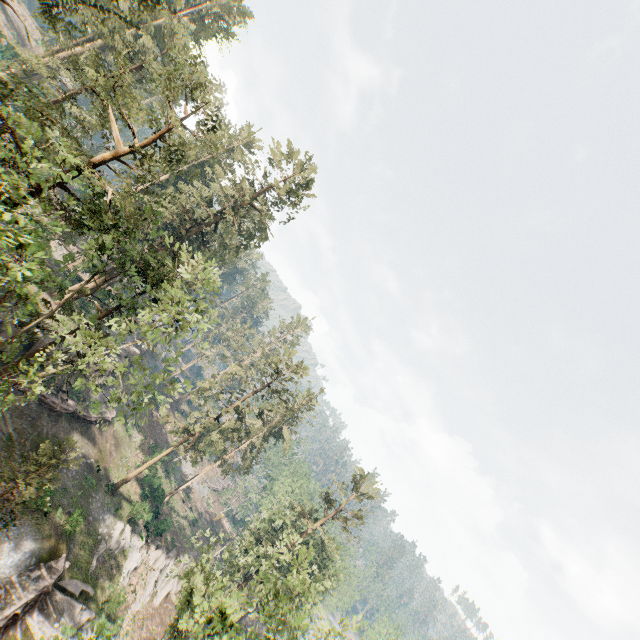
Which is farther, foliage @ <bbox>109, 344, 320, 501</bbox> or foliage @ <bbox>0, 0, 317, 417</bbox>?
foliage @ <bbox>109, 344, 320, 501</bbox>

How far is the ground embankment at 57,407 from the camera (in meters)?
29.29

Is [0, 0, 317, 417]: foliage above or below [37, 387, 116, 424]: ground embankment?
above

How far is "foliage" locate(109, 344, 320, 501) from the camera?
33.38m

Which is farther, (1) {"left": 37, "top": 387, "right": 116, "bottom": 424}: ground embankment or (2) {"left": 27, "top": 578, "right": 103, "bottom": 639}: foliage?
(1) {"left": 37, "top": 387, "right": 116, "bottom": 424}: ground embankment

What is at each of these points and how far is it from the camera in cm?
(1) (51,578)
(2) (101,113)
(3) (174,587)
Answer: (1) ground embankment, 2259
(2) foliage, 1905
(3) foliage, 3775

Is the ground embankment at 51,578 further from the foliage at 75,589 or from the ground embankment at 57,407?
the ground embankment at 57,407
